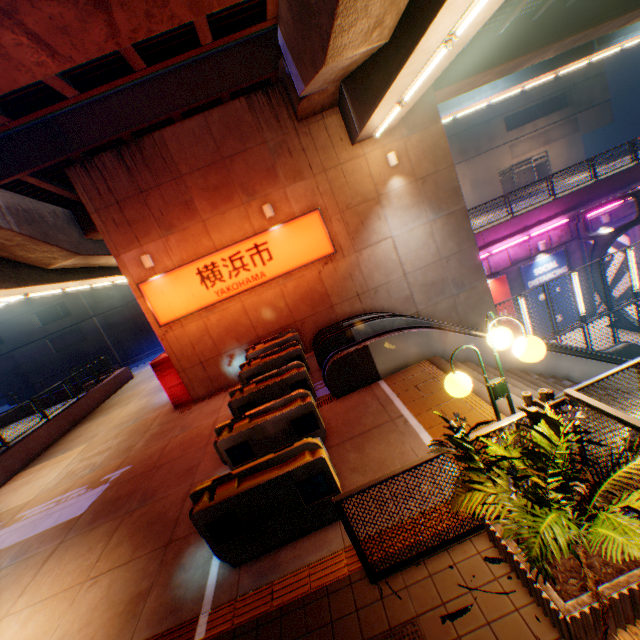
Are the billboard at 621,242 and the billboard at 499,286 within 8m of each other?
yes

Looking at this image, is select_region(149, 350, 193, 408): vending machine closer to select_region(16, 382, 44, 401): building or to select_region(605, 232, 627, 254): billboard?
select_region(605, 232, 627, 254): billboard

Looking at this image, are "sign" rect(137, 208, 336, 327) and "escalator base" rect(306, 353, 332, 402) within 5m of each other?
yes

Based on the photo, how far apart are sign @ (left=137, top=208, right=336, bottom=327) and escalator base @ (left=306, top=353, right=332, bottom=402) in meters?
3.0 m

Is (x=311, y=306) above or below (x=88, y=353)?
below

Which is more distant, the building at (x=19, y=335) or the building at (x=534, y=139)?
the building at (x=534, y=139)

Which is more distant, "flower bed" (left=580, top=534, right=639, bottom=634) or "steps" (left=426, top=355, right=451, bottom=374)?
→ "steps" (left=426, top=355, right=451, bottom=374)

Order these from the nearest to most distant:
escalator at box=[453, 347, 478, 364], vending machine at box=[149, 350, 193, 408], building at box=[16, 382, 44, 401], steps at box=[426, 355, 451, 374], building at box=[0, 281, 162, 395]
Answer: steps at box=[426, 355, 451, 374], escalator at box=[453, 347, 478, 364], vending machine at box=[149, 350, 193, 408], building at box=[0, 281, 162, 395], building at box=[16, 382, 44, 401]
